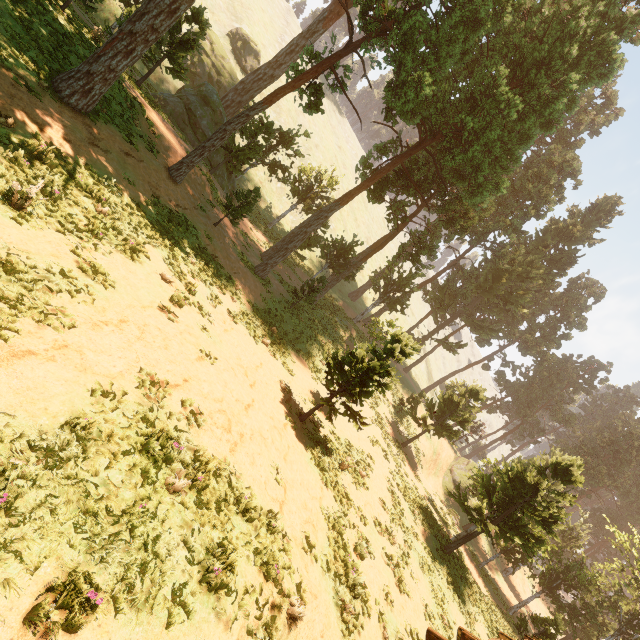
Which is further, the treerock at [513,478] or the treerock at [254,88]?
the treerock at [513,478]

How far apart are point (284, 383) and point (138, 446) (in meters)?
10.30

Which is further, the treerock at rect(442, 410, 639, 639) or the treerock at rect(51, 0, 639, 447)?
the treerock at rect(442, 410, 639, 639)
